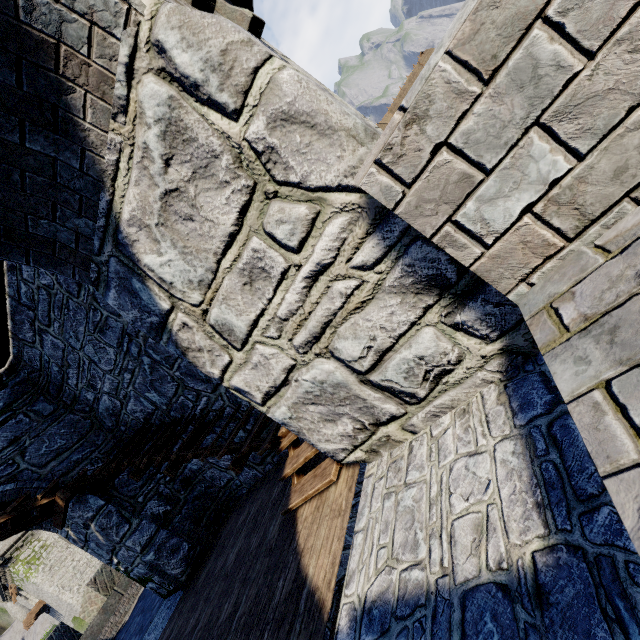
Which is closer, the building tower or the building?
the building

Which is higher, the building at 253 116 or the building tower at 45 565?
the building tower at 45 565

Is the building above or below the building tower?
below

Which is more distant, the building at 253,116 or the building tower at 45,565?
the building tower at 45,565

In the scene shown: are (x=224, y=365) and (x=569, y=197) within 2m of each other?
no
